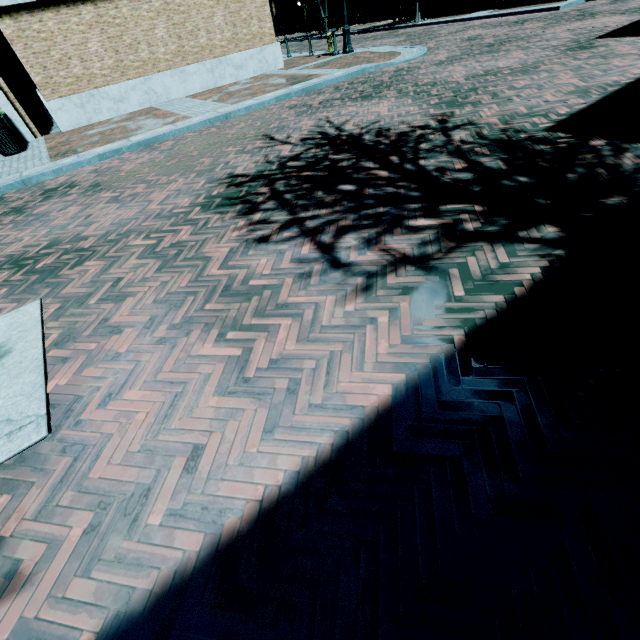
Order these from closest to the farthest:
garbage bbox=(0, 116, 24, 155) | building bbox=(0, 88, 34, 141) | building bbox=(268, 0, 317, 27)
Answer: garbage bbox=(0, 116, 24, 155)
building bbox=(0, 88, 34, 141)
building bbox=(268, 0, 317, 27)

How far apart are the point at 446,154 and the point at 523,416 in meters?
4.1 m

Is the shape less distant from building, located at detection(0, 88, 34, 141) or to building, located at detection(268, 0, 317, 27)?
building, located at detection(0, 88, 34, 141)

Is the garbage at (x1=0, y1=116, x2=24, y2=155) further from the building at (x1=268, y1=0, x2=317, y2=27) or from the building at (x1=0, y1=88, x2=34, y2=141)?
the building at (x1=268, y1=0, x2=317, y2=27)

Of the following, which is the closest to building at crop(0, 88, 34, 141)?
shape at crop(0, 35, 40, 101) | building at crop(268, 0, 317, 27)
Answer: building at crop(268, 0, 317, 27)

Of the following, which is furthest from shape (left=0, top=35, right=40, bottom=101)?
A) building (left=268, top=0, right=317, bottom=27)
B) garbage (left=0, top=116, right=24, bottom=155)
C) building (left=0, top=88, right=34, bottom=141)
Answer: building (left=268, top=0, right=317, bottom=27)

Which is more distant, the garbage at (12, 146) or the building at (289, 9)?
the building at (289, 9)

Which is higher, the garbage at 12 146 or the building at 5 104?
the building at 5 104
